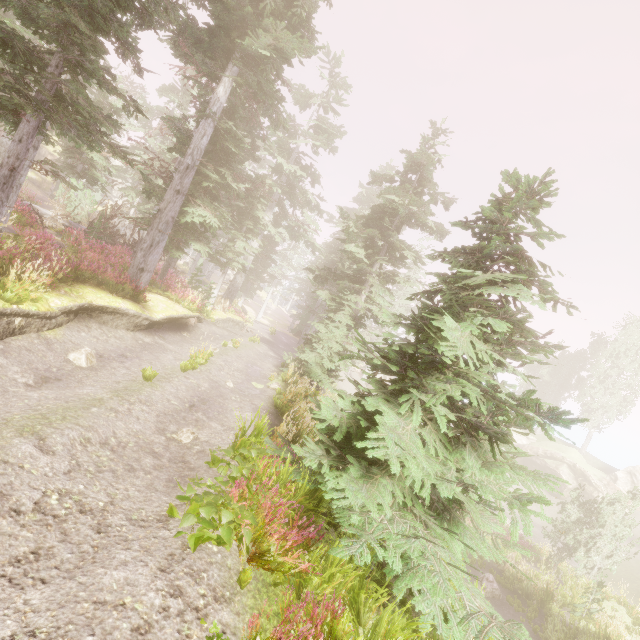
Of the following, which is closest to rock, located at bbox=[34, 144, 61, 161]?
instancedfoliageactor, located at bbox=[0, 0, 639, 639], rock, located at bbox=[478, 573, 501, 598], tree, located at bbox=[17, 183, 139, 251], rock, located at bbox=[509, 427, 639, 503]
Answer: instancedfoliageactor, located at bbox=[0, 0, 639, 639]

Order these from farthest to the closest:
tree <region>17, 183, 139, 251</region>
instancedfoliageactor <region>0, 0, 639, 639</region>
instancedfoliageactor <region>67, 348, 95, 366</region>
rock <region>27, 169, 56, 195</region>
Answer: rock <region>27, 169, 56, 195</region> → tree <region>17, 183, 139, 251</region> → instancedfoliageactor <region>67, 348, 95, 366</region> → instancedfoliageactor <region>0, 0, 639, 639</region>

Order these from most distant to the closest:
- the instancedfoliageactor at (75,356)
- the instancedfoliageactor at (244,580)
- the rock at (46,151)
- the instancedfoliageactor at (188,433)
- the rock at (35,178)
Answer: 1. the rock at (46,151)
2. the rock at (35,178)
3. the instancedfoliageactor at (75,356)
4. the instancedfoliageactor at (188,433)
5. the instancedfoliageactor at (244,580)

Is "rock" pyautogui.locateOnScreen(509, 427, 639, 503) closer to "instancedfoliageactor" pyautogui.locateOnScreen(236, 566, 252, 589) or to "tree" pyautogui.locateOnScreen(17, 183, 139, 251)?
"instancedfoliageactor" pyautogui.locateOnScreen(236, 566, 252, 589)

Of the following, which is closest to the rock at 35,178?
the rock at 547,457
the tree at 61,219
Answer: the tree at 61,219

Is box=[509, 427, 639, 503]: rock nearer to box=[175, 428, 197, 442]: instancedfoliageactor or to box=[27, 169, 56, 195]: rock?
box=[175, 428, 197, 442]: instancedfoliageactor

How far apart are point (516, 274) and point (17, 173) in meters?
11.1

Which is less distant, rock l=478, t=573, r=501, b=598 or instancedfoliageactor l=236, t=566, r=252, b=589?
instancedfoliageactor l=236, t=566, r=252, b=589
